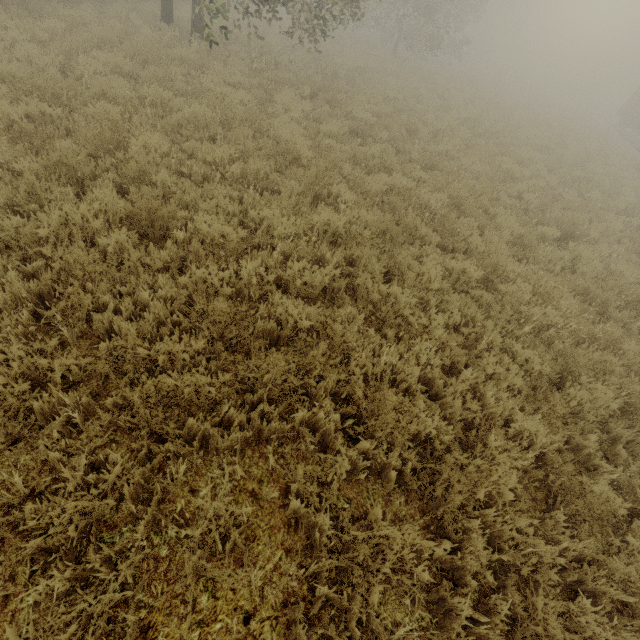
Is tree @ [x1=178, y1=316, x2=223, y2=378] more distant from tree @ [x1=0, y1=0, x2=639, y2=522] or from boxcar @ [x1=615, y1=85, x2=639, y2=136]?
boxcar @ [x1=615, y1=85, x2=639, y2=136]

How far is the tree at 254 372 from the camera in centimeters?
314cm

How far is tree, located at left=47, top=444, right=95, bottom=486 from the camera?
2.32m

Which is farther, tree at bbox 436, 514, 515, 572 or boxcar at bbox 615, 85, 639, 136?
boxcar at bbox 615, 85, 639, 136

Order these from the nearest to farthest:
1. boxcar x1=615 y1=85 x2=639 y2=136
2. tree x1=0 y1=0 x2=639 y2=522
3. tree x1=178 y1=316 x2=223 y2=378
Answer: tree x1=178 y1=316 x2=223 y2=378, tree x1=0 y1=0 x2=639 y2=522, boxcar x1=615 y1=85 x2=639 y2=136

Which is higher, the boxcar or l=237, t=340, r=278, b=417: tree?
the boxcar

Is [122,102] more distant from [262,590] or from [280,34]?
[280,34]

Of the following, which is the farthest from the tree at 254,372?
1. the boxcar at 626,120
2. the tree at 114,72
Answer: the boxcar at 626,120
